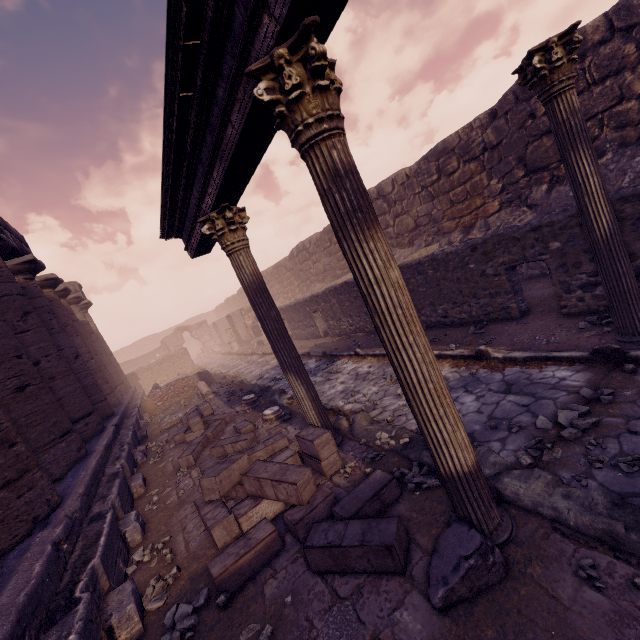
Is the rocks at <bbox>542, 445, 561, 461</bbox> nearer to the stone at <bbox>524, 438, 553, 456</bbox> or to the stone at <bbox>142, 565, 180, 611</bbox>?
the stone at <bbox>524, 438, 553, 456</bbox>

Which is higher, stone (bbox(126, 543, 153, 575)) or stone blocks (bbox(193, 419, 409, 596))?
stone blocks (bbox(193, 419, 409, 596))

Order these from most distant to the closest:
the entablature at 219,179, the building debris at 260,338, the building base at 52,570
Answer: the building debris at 260,338, the building base at 52,570, the entablature at 219,179

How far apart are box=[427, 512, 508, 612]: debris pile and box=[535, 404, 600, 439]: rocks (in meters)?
1.56

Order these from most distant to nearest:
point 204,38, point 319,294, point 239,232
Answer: point 319,294
point 239,232
point 204,38

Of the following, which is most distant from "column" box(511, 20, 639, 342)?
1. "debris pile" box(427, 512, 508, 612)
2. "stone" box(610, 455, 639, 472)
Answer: "debris pile" box(427, 512, 508, 612)

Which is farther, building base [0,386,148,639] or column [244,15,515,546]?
building base [0,386,148,639]

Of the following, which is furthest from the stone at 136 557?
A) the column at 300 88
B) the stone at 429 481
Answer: the column at 300 88
